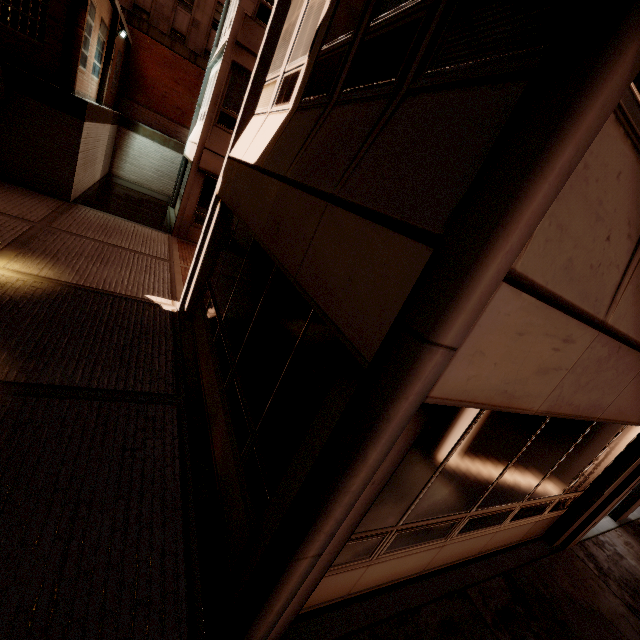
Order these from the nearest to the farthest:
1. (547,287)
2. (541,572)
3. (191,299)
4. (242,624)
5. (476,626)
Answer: Answer:
(547,287)
(242,624)
(476,626)
(541,572)
(191,299)
